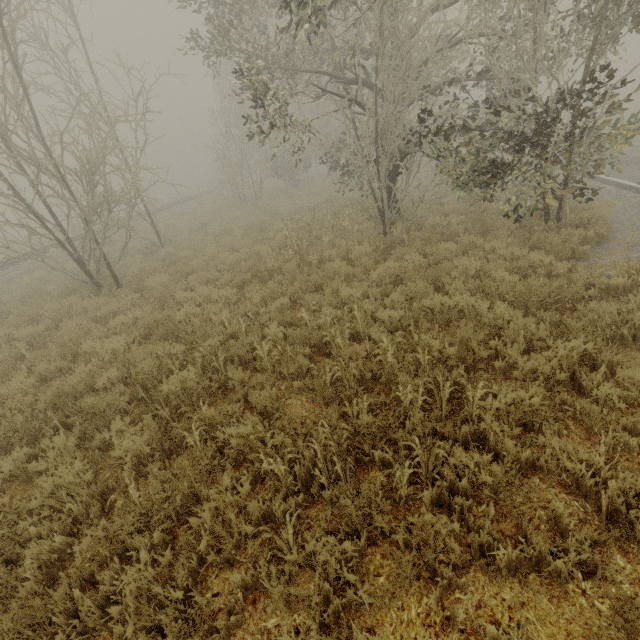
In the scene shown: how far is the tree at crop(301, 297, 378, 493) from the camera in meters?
3.3 m

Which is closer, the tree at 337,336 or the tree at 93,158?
the tree at 337,336

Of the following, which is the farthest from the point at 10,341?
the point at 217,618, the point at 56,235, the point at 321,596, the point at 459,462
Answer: the point at 56,235

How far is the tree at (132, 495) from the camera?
3.2 meters

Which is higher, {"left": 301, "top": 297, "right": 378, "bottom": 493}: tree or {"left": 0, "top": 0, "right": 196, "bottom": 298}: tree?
{"left": 0, "top": 0, "right": 196, "bottom": 298}: tree
